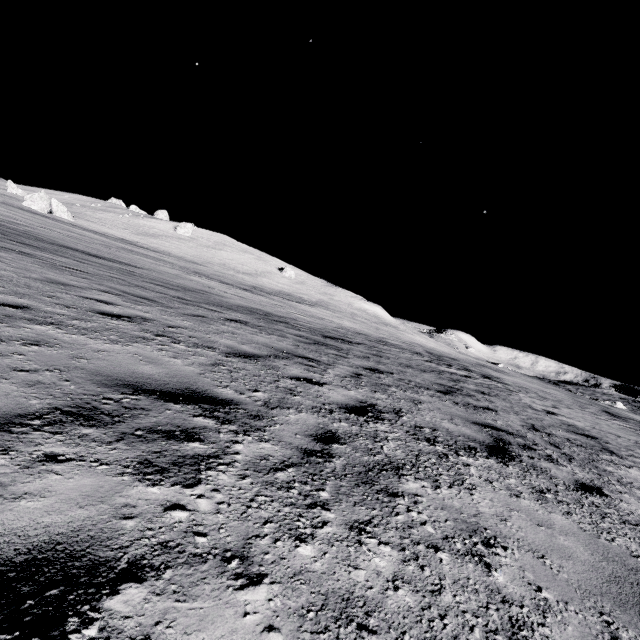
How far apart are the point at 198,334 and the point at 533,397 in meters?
19.1 m
